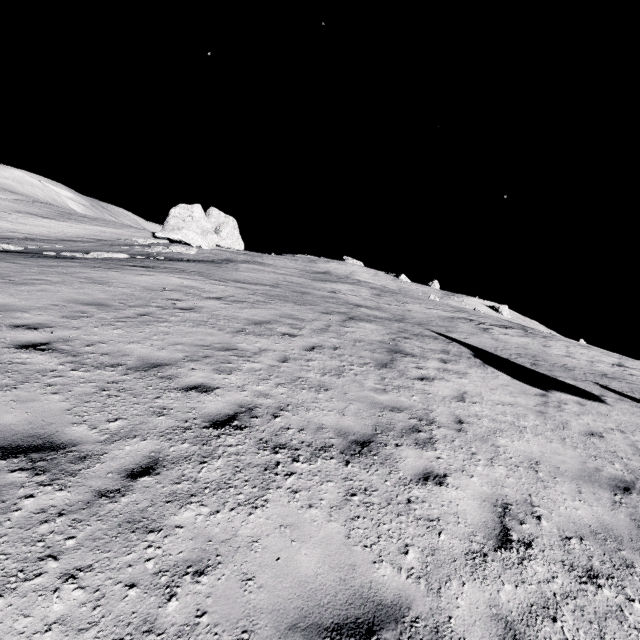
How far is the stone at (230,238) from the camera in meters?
38.5 m

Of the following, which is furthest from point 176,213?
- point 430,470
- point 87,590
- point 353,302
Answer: point 87,590

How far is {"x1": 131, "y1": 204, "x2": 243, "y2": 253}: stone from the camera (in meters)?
38.47
